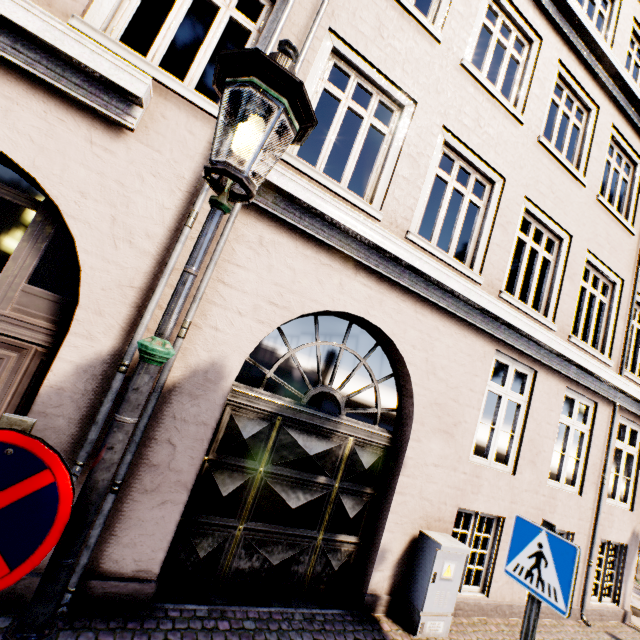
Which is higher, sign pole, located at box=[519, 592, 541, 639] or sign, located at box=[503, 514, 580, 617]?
sign, located at box=[503, 514, 580, 617]

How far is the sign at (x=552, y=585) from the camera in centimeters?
237cm

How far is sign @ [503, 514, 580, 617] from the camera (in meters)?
2.37

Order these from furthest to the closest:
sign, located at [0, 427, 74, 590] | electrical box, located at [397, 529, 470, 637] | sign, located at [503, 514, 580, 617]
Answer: electrical box, located at [397, 529, 470, 637] → sign, located at [503, 514, 580, 617] → sign, located at [0, 427, 74, 590]

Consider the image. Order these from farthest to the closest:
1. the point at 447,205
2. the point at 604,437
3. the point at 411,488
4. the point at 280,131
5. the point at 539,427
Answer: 1. the point at 604,437
2. the point at 539,427
3. the point at 447,205
4. the point at 411,488
5. the point at 280,131

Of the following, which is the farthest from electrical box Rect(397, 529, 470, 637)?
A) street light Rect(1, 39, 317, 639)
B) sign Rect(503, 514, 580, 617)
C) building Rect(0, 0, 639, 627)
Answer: building Rect(0, 0, 639, 627)

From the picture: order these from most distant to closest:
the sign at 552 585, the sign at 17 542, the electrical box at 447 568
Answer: the electrical box at 447 568
the sign at 552 585
the sign at 17 542

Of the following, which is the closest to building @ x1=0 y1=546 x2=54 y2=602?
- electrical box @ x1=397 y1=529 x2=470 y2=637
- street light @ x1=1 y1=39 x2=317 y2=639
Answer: street light @ x1=1 y1=39 x2=317 y2=639
